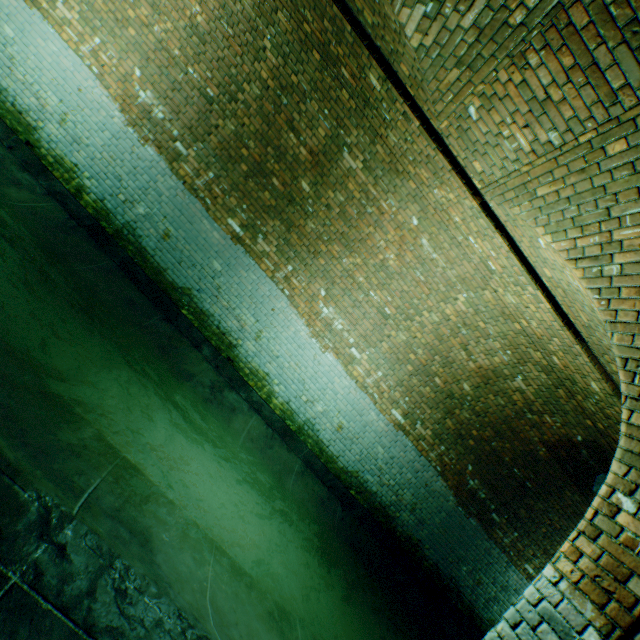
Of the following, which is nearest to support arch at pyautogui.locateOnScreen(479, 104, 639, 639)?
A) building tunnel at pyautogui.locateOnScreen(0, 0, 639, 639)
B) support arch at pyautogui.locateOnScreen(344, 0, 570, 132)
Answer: building tunnel at pyautogui.locateOnScreen(0, 0, 639, 639)

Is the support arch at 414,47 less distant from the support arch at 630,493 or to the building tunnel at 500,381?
the building tunnel at 500,381

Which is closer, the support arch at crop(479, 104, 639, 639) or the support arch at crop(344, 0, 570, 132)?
the support arch at crop(479, 104, 639, 639)

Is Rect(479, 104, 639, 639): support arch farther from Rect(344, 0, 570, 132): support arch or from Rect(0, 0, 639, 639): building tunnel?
Rect(344, 0, 570, 132): support arch

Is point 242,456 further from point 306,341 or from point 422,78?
point 422,78
